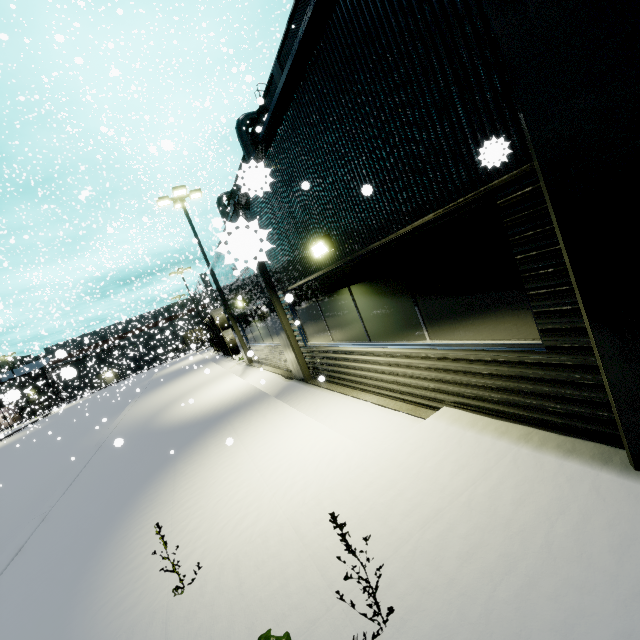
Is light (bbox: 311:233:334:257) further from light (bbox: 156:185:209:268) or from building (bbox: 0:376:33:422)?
light (bbox: 156:185:209:268)

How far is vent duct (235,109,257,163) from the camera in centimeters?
2312cm

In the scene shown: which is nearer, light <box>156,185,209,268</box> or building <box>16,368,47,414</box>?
light <box>156,185,209,268</box>

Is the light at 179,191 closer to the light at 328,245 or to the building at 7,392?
the building at 7,392

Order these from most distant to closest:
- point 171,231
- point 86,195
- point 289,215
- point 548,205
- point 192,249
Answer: point 192,249 → point 171,231 → point 86,195 → point 289,215 → point 548,205

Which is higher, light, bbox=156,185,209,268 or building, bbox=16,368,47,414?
light, bbox=156,185,209,268

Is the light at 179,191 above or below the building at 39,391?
above
